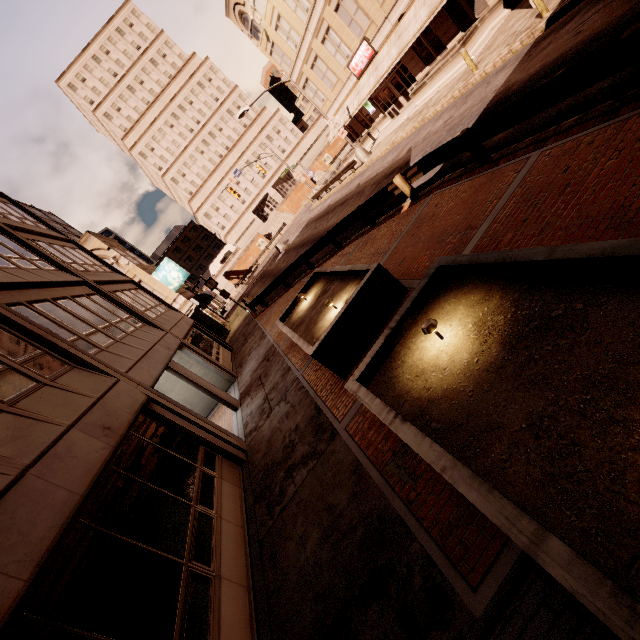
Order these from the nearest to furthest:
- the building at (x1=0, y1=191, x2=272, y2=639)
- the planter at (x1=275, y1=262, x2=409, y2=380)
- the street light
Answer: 1. the building at (x1=0, y1=191, x2=272, y2=639)
2. the planter at (x1=275, y1=262, x2=409, y2=380)
3. the street light

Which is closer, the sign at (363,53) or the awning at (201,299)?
the sign at (363,53)

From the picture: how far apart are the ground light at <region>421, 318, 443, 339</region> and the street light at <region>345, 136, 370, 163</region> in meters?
26.4 m

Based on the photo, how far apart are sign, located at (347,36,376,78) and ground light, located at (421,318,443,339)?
29.2m

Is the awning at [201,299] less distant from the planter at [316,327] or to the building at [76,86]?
the planter at [316,327]

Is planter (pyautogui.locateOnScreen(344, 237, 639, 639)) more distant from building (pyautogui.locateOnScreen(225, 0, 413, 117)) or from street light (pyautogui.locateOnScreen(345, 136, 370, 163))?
street light (pyautogui.locateOnScreen(345, 136, 370, 163))

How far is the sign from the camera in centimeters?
2460cm

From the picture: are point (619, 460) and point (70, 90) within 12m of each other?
no
